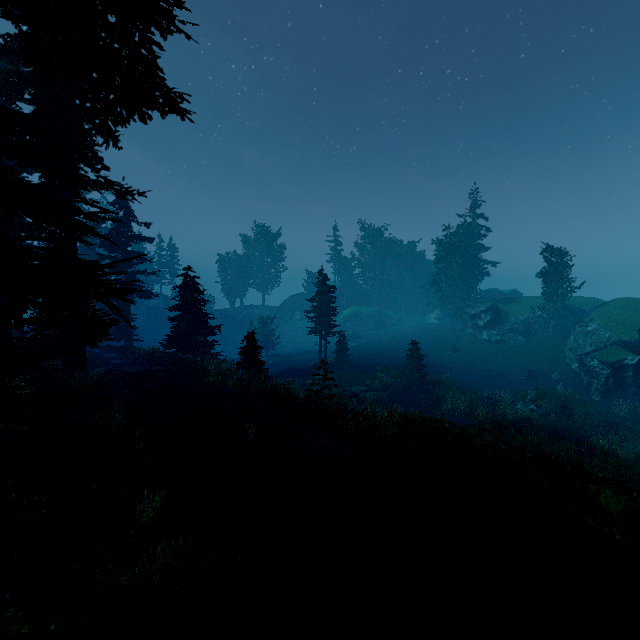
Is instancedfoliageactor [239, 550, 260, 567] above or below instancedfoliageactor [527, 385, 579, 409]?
above

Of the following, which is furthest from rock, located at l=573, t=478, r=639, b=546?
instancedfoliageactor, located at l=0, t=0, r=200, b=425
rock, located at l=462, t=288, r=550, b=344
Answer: rock, located at l=462, t=288, r=550, b=344

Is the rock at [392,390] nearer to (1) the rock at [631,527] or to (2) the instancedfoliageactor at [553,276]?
(2) the instancedfoliageactor at [553,276]

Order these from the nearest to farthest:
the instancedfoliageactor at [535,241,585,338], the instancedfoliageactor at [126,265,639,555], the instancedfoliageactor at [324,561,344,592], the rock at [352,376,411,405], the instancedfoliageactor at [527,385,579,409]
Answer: the instancedfoliageactor at [324,561,344,592] → the instancedfoliageactor at [126,265,639,555] → the instancedfoliageactor at [527,385,579,409] → the rock at [352,376,411,405] → the instancedfoliageactor at [535,241,585,338]

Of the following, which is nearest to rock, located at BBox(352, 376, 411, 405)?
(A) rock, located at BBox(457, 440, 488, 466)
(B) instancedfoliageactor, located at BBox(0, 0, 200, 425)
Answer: (B) instancedfoliageactor, located at BBox(0, 0, 200, 425)

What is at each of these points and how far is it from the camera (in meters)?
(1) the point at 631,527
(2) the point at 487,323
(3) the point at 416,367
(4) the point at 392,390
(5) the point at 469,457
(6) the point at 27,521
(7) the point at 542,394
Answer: (1) rock, 9.14
(2) rock, 43.22
(3) instancedfoliageactor, 29.67
(4) rock, 30.61
(5) rock, 12.52
(6) instancedfoliageactor, 1.95
(7) instancedfoliageactor, 26.12

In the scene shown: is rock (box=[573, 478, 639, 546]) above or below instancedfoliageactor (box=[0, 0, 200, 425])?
below

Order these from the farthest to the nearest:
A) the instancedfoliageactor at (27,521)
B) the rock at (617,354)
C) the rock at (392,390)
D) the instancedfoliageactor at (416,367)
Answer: the rock at (392,390) → the rock at (617,354) → the instancedfoliageactor at (416,367) → the instancedfoliageactor at (27,521)
